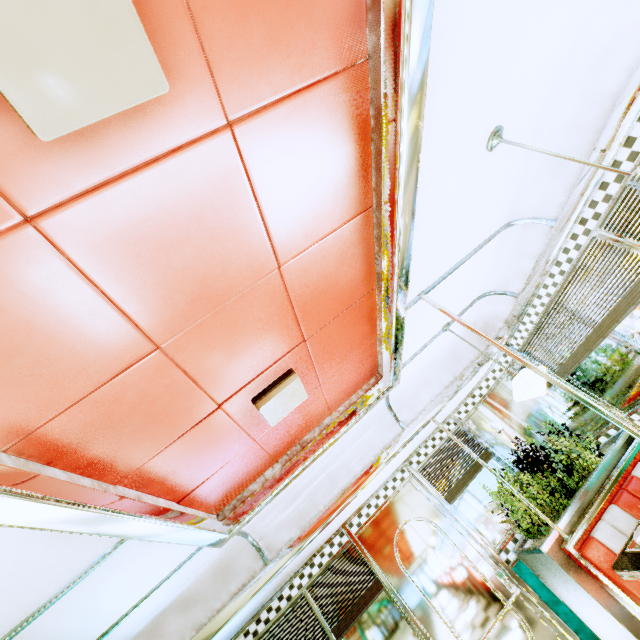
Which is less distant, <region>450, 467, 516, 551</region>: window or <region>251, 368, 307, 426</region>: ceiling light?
<region>251, 368, 307, 426</region>: ceiling light

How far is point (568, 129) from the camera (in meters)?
2.35

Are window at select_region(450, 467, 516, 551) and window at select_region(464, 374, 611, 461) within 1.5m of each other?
yes

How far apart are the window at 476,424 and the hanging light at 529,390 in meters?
1.3 m

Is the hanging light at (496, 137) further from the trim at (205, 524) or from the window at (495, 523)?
the window at (495, 523)

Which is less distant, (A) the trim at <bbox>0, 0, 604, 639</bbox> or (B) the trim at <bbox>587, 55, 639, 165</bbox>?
(A) the trim at <bbox>0, 0, 604, 639</bbox>

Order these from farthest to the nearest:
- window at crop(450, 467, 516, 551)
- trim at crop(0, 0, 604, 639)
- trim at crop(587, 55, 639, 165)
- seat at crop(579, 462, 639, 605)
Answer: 1. window at crop(450, 467, 516, 551)
2. seat at crop(579, 462, 639, 605)
3. trim at crop(587, 55, 639, 165)
4. trim at crop(0, 0, 604, 639)

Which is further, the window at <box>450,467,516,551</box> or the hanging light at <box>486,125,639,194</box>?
the window at <box>450,467,516,551</box>
